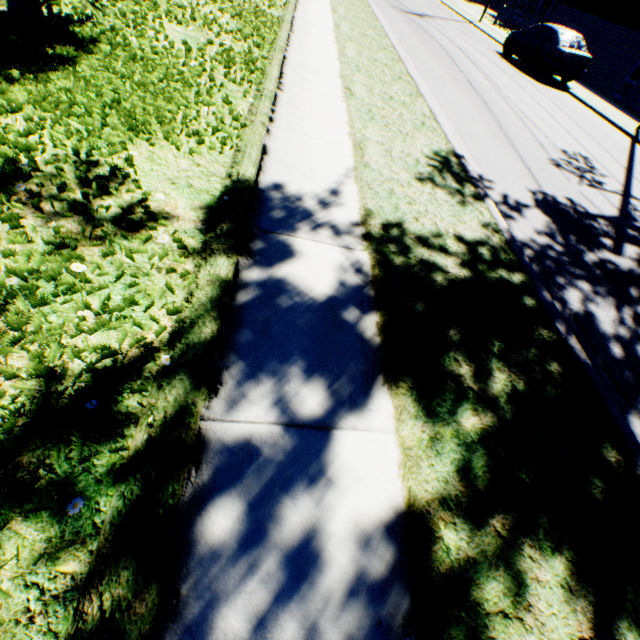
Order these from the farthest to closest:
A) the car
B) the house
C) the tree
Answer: the house < the car < the tree

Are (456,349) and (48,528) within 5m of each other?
yes

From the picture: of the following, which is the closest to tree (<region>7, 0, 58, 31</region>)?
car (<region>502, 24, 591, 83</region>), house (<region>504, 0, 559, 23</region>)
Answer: car (<region>502, 24, 591, 83</region>)

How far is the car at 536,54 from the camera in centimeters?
1370cm

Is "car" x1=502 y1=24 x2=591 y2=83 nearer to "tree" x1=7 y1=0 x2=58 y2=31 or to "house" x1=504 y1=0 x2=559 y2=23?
"tree" x1=7 y1=0 x2=58 y2=31

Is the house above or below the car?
above

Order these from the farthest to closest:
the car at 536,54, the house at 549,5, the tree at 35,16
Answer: the house at 549,5
the car at 536,54
the tree at 35,16
